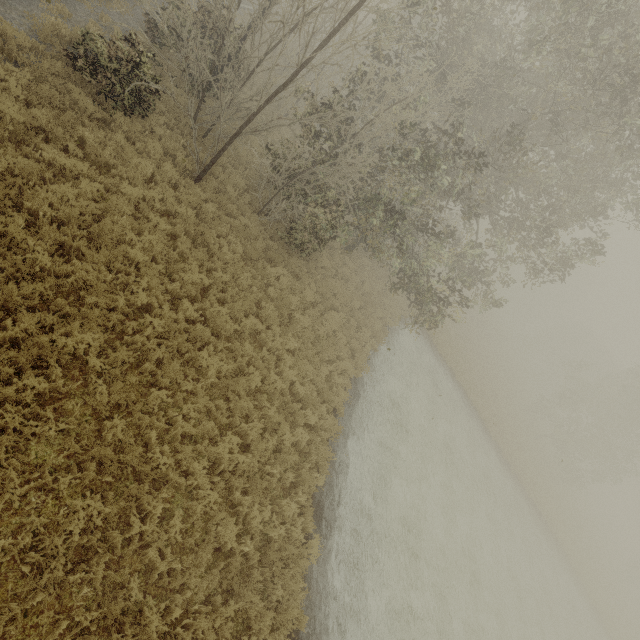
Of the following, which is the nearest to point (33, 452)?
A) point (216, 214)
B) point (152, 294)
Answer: point (152, 294)
